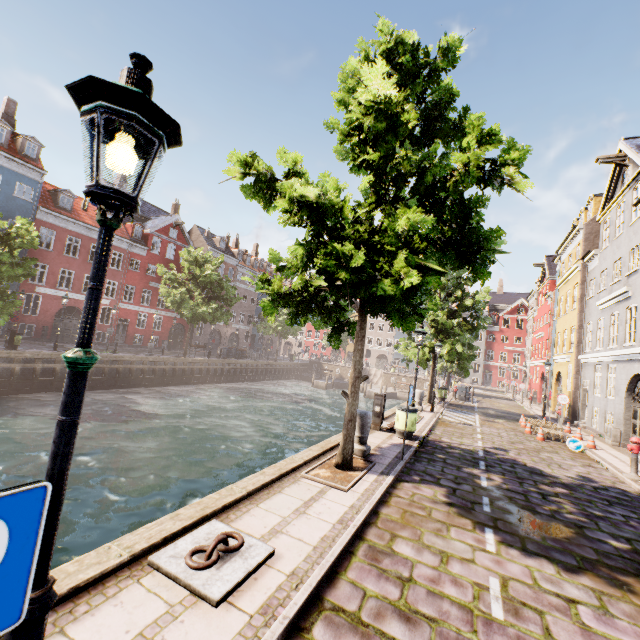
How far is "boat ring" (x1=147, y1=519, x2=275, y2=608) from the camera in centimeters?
320cm

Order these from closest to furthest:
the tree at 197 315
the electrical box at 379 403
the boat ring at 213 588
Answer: the boat ring at 213 588 → the electrical box at 379 403 → the tree at 197 315

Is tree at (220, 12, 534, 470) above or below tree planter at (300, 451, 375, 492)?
above

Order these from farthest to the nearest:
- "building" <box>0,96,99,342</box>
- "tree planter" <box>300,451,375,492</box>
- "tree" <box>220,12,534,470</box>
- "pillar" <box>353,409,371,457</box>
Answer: "building" <box>0,96,99,342</box> → "pillar" <box>353,409,371,457</box> → "tree planter" <box>300,451,375,492</box> → "tree" <box>220,12,534,470</box>

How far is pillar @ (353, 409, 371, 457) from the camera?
8.1m

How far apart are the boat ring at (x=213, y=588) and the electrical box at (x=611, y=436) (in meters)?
17.98

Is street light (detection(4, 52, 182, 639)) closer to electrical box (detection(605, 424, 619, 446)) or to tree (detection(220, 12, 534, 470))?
tree (detection(220, 12, 534, 470))

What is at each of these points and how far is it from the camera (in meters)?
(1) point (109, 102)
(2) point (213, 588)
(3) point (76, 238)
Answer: (1) street light, 1.55
(2) boat ring, 3.17
(3) building, 29.16
